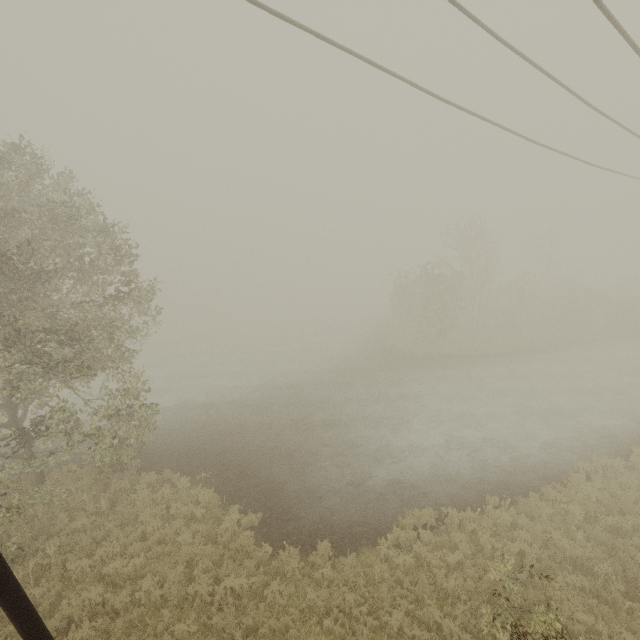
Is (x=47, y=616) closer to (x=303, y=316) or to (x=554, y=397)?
(x=554, y=397)
